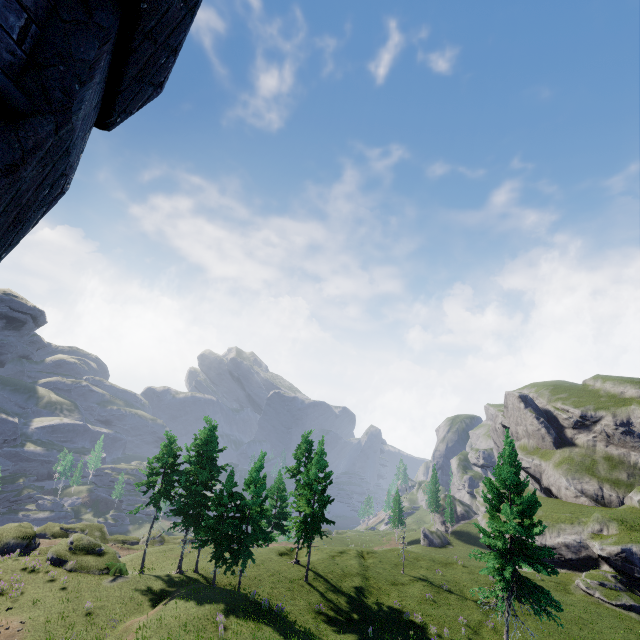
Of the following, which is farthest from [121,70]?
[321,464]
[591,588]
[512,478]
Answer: [591,588]
